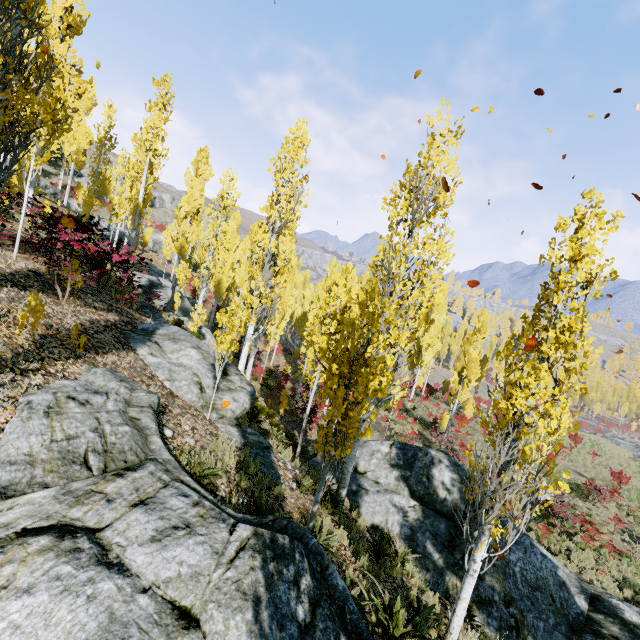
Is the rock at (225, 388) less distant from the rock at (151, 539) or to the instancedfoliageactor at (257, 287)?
the instancedfoliageactor at (257, 287)

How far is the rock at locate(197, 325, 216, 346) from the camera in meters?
19.8 m

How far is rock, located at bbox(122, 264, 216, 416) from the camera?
7.8 meters

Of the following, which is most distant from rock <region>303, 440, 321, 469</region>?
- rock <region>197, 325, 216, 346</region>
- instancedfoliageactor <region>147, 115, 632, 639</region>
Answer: rock <region>197, 325, 216, 346</region>

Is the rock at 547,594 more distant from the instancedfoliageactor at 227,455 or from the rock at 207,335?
the rock at 207,335

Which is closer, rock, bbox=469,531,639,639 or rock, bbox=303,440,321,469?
rock, bbox=469,531,639,639

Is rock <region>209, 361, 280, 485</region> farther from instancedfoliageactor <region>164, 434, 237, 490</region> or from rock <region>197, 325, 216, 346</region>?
rock <region>197, 325, 216, 346</region>

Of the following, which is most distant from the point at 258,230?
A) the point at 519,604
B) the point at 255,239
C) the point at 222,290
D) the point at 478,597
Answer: the point at 222,290
